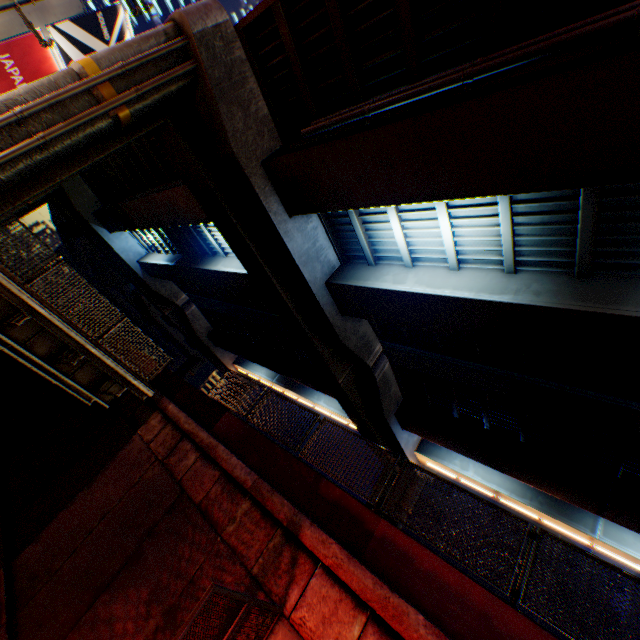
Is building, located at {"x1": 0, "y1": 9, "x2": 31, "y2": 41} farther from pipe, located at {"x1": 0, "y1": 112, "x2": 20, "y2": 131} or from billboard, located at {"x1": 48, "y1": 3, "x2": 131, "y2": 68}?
pipe, located at {"x1": 0, "y1": 112, "x2": 20, "y2": 131}

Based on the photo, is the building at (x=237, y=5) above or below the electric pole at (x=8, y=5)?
above

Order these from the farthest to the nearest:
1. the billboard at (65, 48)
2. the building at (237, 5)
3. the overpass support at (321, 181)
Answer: the building at (237, 5)
the billboard at (65, 48)
the overpass support at (321, 181)

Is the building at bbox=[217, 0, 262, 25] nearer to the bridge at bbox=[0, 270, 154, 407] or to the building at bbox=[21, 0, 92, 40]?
the building at bbox=[21, 0, 92, 40]

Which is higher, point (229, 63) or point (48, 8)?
point (48, 8)

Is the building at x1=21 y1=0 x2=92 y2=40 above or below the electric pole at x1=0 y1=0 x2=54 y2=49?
above

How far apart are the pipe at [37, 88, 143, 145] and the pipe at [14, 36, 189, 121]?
0.3 meters

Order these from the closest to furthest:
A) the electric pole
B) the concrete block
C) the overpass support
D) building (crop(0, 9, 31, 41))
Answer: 1. the concrete block
2. the overpass support
3. the electric pole
4. building (crop(0, 9, 31, 41))
